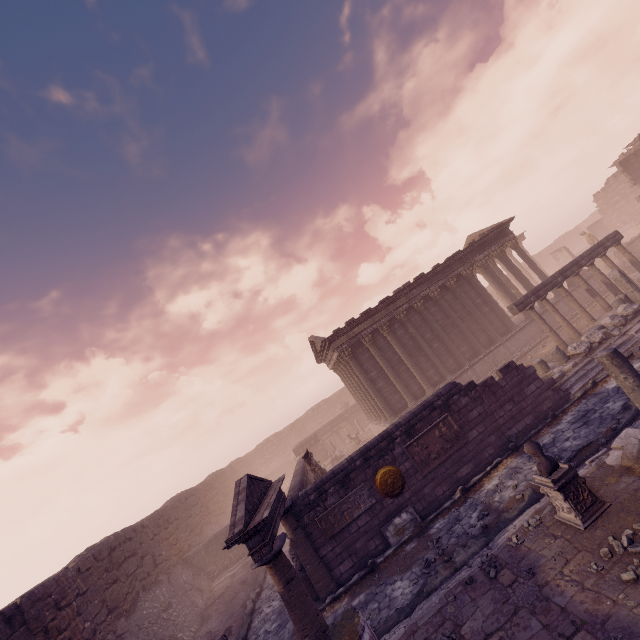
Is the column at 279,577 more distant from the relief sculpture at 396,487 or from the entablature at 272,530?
the relief sculpture at 396,487

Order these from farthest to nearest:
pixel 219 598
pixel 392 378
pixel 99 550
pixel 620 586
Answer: pixel 392 378, pixel 219 598, pixel 99 550, pixel 620 586

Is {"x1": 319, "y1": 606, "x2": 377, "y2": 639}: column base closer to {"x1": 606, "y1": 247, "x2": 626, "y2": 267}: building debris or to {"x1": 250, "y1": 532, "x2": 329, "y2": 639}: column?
{"x1": 250, "y1": 532, "x2": 329, "y2": 639}: column

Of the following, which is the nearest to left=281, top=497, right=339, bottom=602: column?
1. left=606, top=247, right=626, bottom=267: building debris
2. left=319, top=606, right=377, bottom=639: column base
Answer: left=319, top=606, right=377, bottom=639: column base

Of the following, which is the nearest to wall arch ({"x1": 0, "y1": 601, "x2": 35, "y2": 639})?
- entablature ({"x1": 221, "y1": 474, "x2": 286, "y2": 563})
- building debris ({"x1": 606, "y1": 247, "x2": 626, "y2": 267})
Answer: entablature ({"x1": 221, "y1": 474, "x2": 286, "y2": 563})

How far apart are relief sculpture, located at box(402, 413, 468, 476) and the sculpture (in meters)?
4.28

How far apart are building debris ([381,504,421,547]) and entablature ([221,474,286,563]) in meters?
3.0 m

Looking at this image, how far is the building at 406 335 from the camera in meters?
19.5
